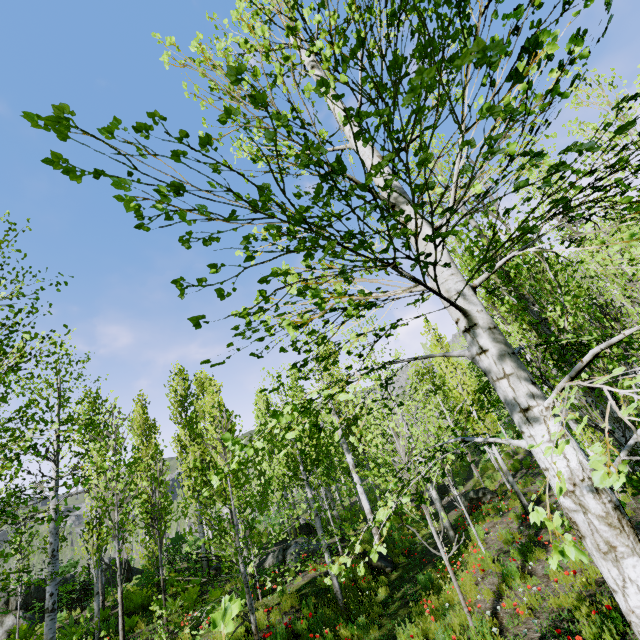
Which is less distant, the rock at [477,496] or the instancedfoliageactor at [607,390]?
the instancedfoliageactor at [607,390]

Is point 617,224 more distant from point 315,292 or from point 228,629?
point 228,629

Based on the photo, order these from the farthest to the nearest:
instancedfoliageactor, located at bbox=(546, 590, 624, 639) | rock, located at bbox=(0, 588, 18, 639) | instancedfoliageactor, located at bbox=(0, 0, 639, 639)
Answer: A: rock, located at bbox=(0, 588, 18, 639) → instancedfoliageactor, located at bbox=(546, 590, 624, 639) → instancedfoliageactor, located at bbox=(0, 0, 639, 639)

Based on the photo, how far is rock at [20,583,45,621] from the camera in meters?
14.8 m

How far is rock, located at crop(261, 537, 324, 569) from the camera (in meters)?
13.37

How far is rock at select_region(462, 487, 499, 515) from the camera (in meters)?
14.75

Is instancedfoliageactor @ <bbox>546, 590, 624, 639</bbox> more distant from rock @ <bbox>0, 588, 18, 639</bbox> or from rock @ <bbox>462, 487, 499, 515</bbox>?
rock @ <bbox>462, 487, 499, 515</bbox>

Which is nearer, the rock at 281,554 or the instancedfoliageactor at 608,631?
the instancedfoliageactor at 608,631
